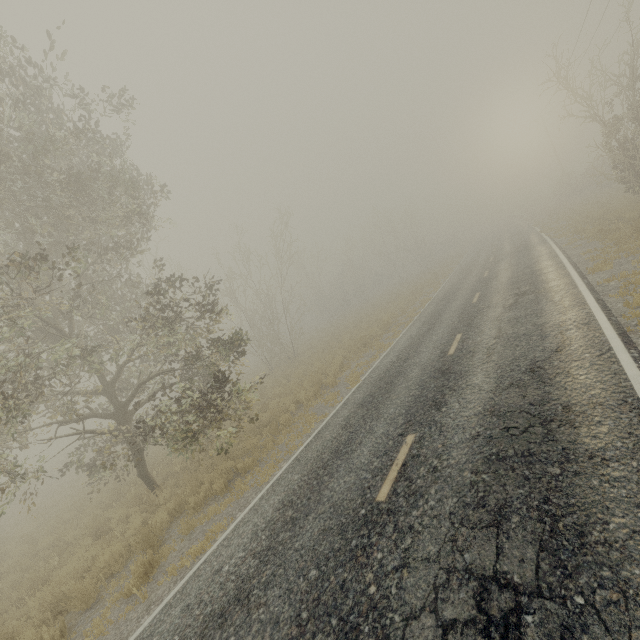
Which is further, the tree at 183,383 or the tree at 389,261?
the tree at 389,261

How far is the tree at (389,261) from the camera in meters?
45.3

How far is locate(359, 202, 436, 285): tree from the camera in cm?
4532

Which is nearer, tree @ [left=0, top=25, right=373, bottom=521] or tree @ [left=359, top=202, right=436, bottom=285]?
tree @ [left=0, top=25, right=373, bottom=521]

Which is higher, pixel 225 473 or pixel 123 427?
pixel 123 427
